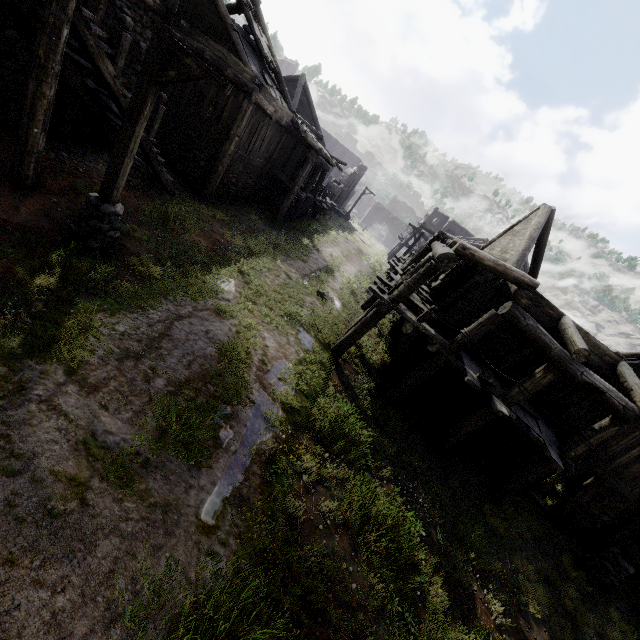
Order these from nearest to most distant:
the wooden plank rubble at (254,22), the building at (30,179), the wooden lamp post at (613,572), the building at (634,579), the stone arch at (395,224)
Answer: the building at (30,179) → the wooden lamp post at (613,572) → the building at (634,579) → the wooden plank rubble at (254,22) → the stone arch at (395,224)

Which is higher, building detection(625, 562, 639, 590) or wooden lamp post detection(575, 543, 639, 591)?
wooden lamp post detection(575, 543, 639, 591)

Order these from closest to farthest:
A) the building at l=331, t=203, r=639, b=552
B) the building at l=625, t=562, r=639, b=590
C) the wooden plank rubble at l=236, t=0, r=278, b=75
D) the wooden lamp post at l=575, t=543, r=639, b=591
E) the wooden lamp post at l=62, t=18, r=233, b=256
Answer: the wooden lamp post at l=62, t=18, r=233, b=256 < the building at l=331, t=203, r=639, b=552 < the wooden lamp post at l=575, t=543, r=639, b=591 < the building at l=625, t=562, r=639, b=590 < the wooden plank rubble at l=236, t=0, r=278, b=75

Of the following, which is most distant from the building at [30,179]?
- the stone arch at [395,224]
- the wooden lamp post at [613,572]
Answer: the wooden lamp post at [613,572]

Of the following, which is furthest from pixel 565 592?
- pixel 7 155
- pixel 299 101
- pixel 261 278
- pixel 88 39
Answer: pixel 299 101

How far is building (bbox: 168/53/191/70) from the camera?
13.48m

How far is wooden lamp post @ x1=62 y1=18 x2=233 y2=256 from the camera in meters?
5.8 m

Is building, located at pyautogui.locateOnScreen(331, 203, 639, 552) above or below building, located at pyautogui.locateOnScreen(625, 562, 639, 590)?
above
